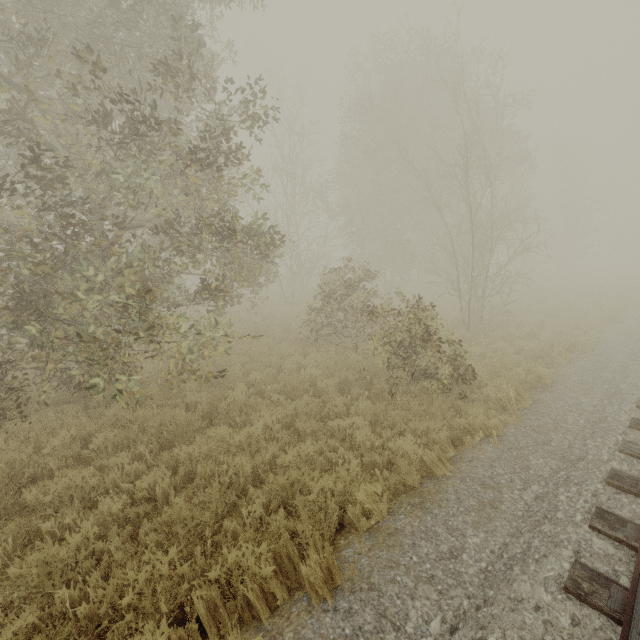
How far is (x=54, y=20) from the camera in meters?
7.7
